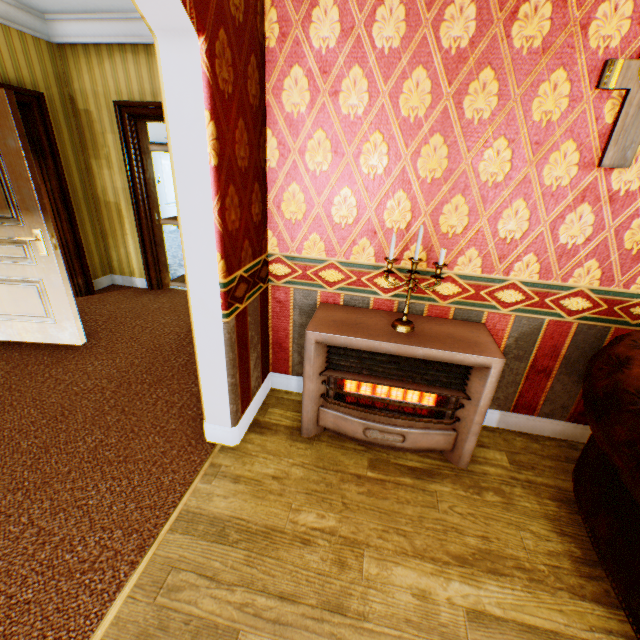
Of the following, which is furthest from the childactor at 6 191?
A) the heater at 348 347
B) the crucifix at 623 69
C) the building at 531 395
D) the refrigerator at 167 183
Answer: the refrigerator at 167 183

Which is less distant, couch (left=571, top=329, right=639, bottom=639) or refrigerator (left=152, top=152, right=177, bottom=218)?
couch (left=571, top=329, right=639, bottom=639)

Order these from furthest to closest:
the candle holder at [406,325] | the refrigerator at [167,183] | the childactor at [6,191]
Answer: the refrigerator at [167,183]
the childactor at [6,191]
the candle holder at [406,325]

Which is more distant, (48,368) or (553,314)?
(48,368)

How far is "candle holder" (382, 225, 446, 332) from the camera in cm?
193

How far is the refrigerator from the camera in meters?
Answer: 8.2

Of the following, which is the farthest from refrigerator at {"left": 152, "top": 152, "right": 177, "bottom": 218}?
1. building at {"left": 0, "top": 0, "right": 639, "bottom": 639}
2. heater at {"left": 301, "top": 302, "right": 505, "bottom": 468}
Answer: heater at {"left": 301, "top": 302, "right": 505, "bottom": 468}

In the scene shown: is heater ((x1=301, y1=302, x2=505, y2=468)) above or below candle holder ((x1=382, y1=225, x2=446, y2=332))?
below
